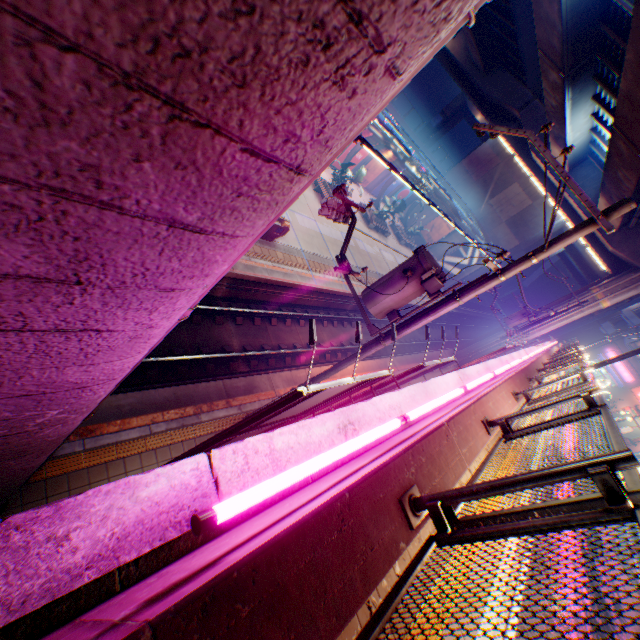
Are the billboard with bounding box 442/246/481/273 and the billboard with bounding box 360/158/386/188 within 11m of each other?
no

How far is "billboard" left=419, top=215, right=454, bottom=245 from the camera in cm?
3794

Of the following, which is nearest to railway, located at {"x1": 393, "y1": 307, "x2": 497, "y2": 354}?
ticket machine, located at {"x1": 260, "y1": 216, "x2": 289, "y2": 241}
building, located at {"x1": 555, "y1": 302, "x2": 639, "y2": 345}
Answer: ticket machine, located at {"x1": 260, "y1": 216, "x2": 289, "y2": 241}

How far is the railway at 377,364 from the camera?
16.3 meters

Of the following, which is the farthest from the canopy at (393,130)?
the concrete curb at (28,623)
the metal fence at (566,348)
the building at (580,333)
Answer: the building at (580,333)

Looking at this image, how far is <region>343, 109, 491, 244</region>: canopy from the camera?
14.36m

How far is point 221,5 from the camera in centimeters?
65cm

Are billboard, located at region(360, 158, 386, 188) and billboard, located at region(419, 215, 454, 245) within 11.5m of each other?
yes
